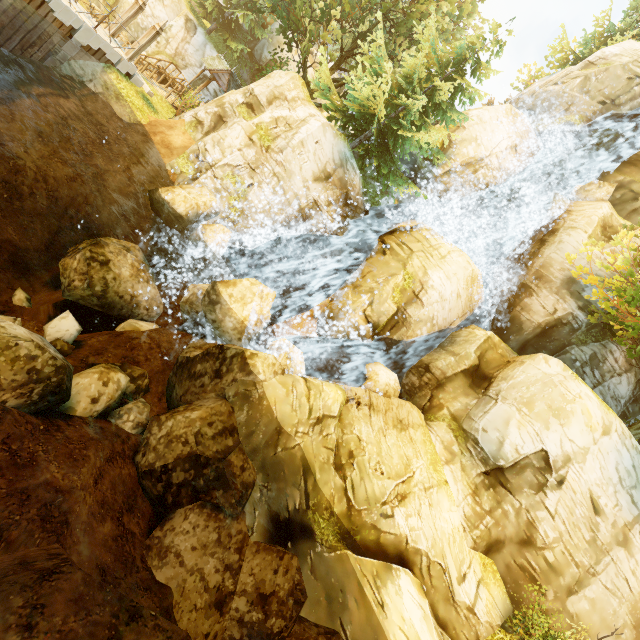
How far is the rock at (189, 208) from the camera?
12.65m

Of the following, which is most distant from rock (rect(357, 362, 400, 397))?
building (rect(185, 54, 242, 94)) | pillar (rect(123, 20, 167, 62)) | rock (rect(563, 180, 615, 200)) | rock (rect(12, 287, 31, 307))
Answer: building (rect(185, 54, 242, 94))

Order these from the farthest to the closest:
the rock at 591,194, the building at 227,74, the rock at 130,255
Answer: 1. the building at 227,74
2. the rock at 591,194
3. the rock at 130,255

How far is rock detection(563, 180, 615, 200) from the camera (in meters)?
18.20

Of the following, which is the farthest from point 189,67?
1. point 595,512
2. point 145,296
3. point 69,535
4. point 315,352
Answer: point 595,512

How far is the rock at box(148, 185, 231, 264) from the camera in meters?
12.6

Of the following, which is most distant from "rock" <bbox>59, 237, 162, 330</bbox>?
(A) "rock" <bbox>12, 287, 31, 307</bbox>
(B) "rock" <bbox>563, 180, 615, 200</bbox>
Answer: (B) "rock" <bbox>563, 180, 615, 200</bbox>
